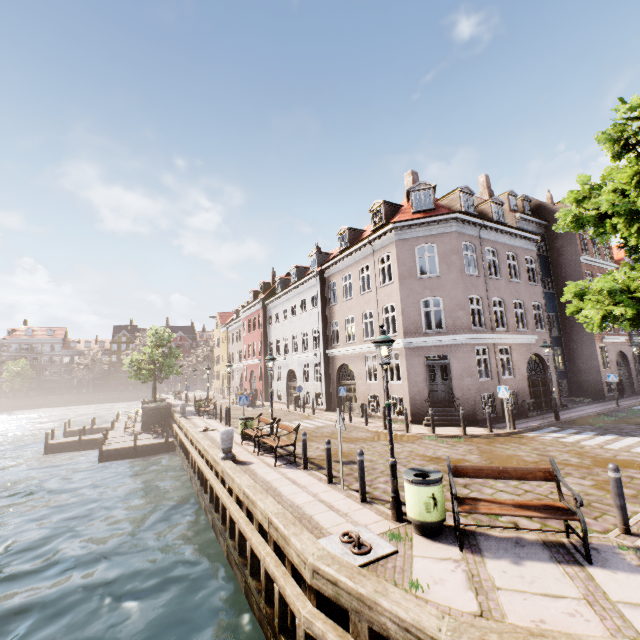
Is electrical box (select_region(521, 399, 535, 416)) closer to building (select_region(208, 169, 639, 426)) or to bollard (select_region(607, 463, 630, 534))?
building (select_region(208, 169, 639, 426))

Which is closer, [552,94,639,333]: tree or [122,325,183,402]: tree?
[552,94,639,333]: tree

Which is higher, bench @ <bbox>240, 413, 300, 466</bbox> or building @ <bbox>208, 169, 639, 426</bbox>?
building @ <bbox>208, 169, 639, 426</bbox>

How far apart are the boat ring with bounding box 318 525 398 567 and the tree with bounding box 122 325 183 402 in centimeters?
2724cm

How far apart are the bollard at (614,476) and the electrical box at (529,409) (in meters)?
13.00

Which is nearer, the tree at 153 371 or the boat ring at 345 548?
the boat ring at 345 548

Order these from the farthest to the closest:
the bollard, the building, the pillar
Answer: the building < the pillar < the bollard

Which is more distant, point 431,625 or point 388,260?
point 388,260
